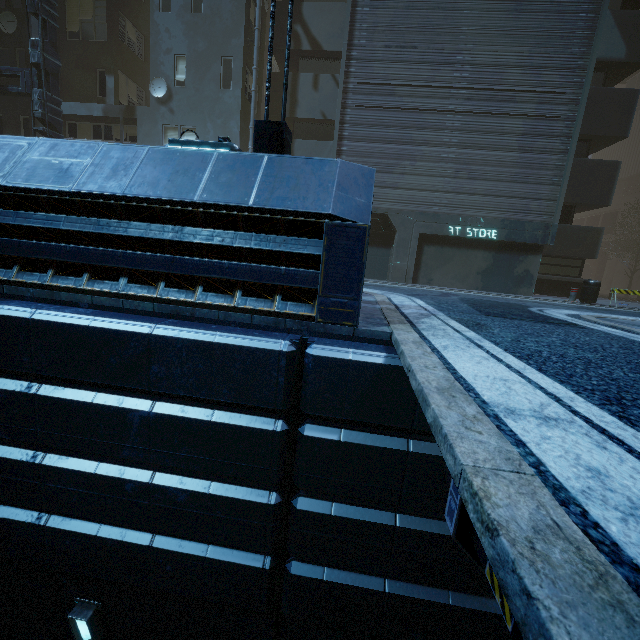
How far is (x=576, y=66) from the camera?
11.91m

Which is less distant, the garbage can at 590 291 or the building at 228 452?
the building at 228 452

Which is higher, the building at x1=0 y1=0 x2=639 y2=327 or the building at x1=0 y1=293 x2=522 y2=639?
the building at x1=0 y1=0 x2=639 y2=327

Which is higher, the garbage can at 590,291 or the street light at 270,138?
the street light at 270,138

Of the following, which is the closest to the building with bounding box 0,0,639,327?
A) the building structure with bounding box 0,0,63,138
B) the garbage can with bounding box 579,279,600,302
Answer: the building structure with bounding box 0,0,63,138

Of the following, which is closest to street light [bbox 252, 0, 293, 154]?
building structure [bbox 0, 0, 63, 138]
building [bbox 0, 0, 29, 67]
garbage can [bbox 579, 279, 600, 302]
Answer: building [bbox 0, 0, 29, 67]

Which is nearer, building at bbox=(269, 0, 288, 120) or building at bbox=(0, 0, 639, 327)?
building at bbox=(0, 0, 639, 327)
